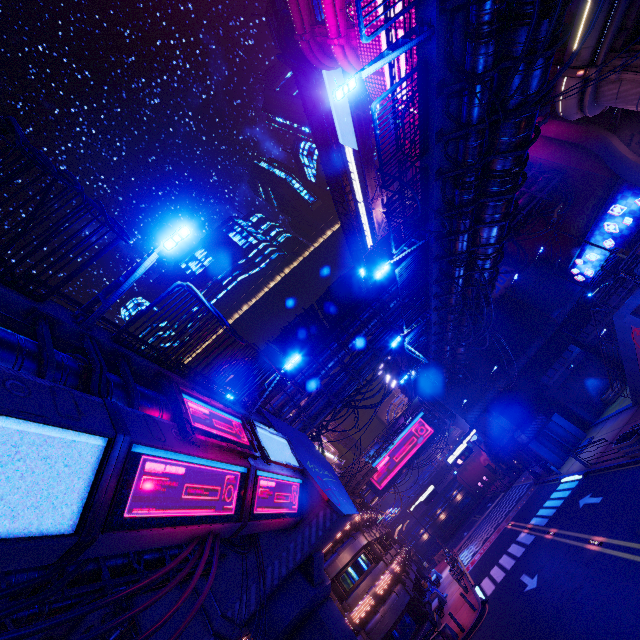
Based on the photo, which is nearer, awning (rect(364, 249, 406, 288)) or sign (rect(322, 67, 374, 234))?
awning (rect(364, 249, 406, 288))

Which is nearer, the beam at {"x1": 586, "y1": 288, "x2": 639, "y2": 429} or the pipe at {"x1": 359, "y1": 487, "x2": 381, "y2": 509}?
the beam at {"x1": 586, "y1": 288, "x2": 639, "y2": 429}

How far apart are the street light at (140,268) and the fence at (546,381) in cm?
3485

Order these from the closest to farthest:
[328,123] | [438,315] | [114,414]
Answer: [114,414] < [438,315] < [328,123]

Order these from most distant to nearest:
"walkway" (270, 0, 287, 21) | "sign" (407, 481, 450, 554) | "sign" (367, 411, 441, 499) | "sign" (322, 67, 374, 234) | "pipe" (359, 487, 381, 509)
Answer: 1. "sign" (367, 411, 441, 499)
2. "pipe" (359, 487, 381, 509)
3. "sign" (407, 481, 450, 554)
4. "sign" (322, 67, 374, 234)
5. "walkway" (270, 0, 287, 21)

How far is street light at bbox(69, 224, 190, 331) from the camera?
7.2m

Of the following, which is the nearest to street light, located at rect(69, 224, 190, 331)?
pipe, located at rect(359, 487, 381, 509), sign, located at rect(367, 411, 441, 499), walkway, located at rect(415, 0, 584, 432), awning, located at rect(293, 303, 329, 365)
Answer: walkway, located at rect(415, 0, 584, 432)

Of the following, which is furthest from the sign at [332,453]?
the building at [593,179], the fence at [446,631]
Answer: the building at [593,179]
